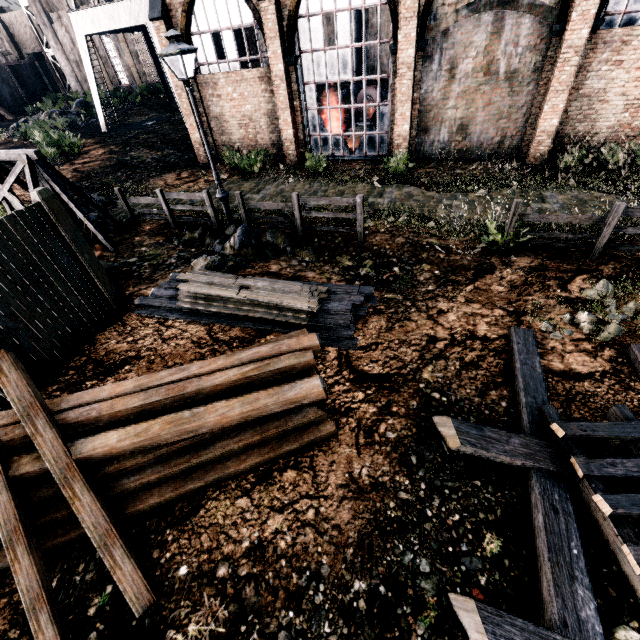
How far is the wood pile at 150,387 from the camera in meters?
4.6

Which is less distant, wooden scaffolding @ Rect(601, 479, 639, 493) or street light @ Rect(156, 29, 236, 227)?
wooden scaffolding @ Rect(601, 479, 639, 493)

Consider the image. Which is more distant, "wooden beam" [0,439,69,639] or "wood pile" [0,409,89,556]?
"wood pile" [0,409,89,556]

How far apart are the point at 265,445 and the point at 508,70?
17.1 meters

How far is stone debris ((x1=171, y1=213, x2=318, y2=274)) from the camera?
9.9 meters

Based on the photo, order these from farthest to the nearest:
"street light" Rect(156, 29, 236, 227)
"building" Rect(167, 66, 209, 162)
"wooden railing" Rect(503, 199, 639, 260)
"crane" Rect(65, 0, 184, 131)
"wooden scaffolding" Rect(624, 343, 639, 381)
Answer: "crane" Rect(65, 0, 184, 131), "building" Rect(167, 66, 209, 162), "street light" Rect(156, 29, 236, 227), "wooden railing" Rect(503, 199, 639, 260), "wooden scaffolding" Rect(624, 343, 639, 381)

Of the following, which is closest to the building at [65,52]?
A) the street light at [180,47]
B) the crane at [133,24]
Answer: the crane at [133,24]

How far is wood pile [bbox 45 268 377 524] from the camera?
4.6 meters
